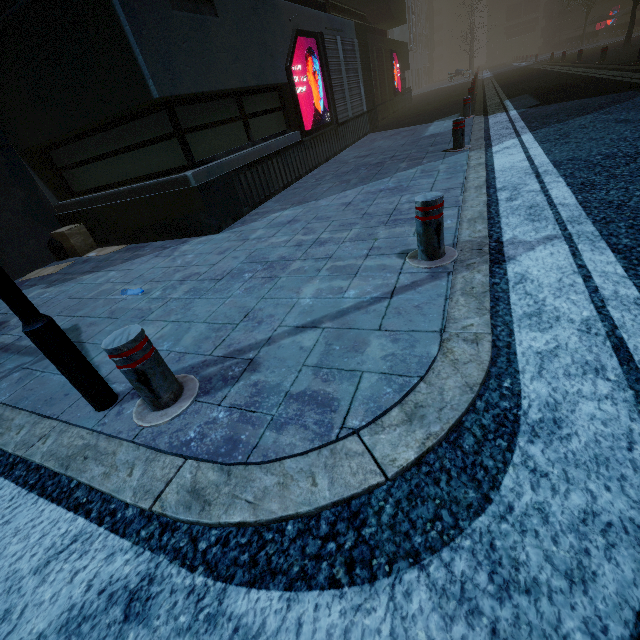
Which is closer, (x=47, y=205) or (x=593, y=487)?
(x=593, y=487)

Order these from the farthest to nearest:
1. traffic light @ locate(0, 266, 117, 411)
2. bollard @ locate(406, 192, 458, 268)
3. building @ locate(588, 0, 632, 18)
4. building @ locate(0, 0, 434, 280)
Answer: building @ locate(588, 0, 632, 18), building @ locate(0, 0, 434, 280), bollard @ locate(406, 192, 458, 268), traffic light @ locate(0, 266, 117, 411)

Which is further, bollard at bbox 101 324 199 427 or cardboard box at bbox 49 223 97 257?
cardboard box at bbox 49 223 97 257

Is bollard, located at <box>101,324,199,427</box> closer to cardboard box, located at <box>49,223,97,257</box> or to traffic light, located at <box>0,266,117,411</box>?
traffic light, located at <box>0,266,117,411</box>

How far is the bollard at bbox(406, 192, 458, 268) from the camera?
2.6m

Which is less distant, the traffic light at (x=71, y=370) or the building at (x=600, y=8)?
the traffic light at (x=71, y=370)

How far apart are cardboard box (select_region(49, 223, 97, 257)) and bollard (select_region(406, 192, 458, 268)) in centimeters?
686cm

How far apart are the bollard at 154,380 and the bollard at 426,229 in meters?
2.1
